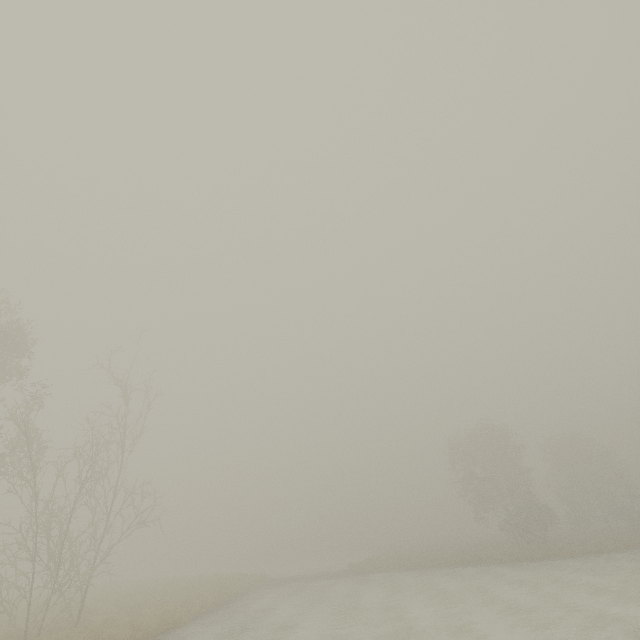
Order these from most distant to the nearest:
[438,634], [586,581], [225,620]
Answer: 1. [586,581]
2. [225,620]
3. [438,634]
